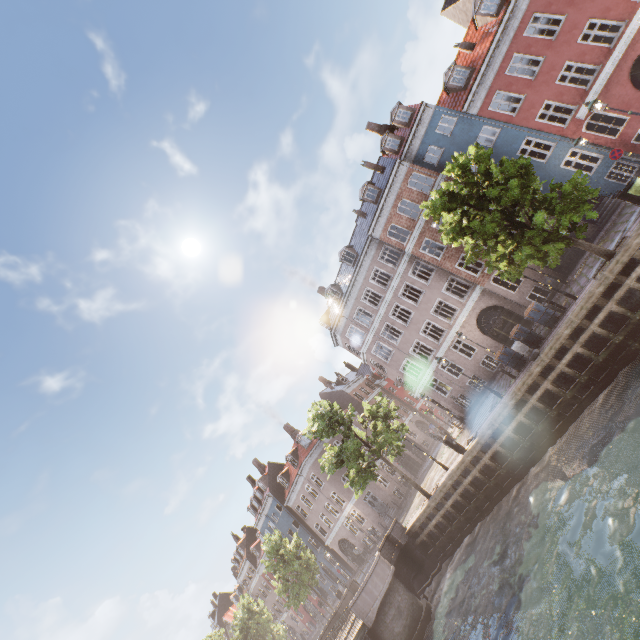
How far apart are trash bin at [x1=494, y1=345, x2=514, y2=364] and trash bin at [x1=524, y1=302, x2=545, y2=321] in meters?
1.9 m

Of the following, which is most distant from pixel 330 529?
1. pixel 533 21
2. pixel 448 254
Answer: pixel 533 21

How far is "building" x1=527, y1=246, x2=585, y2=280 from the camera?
20.2m

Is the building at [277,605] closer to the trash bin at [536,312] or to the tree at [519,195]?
the tree at [519,195]

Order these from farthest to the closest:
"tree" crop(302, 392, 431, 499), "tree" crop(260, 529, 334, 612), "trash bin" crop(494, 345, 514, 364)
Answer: "tree" crop(260, 529, 334, 612)
"tree" crop(302, 392, 431, 499)
"trash bin" crop(494, 345, 514, 364)

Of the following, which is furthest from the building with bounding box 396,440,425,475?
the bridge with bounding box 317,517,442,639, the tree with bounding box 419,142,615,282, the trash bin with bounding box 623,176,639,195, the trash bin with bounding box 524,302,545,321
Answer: the bridge with bounding box 317,517,442,639

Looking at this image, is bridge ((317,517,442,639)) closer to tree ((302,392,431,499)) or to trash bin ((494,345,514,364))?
tree ((302,392,431,499))

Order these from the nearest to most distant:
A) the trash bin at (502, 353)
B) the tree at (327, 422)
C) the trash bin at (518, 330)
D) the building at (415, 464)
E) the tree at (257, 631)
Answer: the trash bin at (518, 330) → the trash bin at (502, 353) → the tree at (327, 422) → the tree at (257, 631) → the building at (415, 464)
